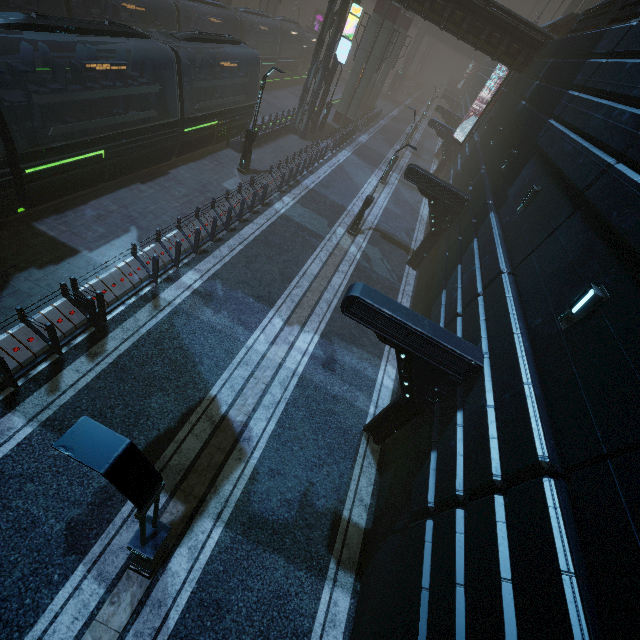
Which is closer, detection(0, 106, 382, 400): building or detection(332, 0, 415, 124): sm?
detection(0, 106, 382, 400): building

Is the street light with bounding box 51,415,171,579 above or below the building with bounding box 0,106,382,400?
above

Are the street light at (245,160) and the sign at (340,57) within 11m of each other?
yes

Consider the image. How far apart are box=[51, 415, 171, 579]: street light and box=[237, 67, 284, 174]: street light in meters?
18.0

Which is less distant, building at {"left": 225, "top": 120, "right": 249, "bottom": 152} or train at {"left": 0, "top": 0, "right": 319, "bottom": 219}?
train at {"left": 0, "top": 0, "right": 319, "bottom": 219}

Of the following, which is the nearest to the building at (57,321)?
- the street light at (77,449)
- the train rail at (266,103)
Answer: the train rail at (266,103)

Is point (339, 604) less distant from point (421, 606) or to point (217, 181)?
point (421, 606)

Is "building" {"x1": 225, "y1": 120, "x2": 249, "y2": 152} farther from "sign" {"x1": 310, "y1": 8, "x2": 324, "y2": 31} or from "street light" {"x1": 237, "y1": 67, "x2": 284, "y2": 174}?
"street light" {"x1": 237, "y1": 67, "x2": 284, "y2": 174}
